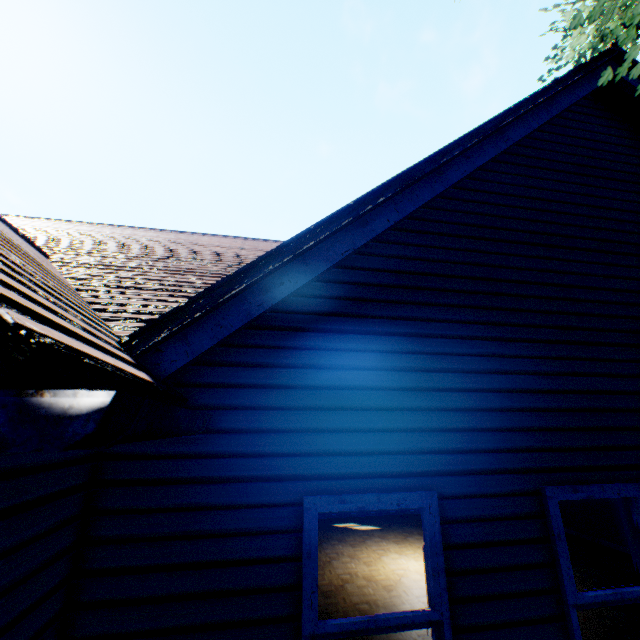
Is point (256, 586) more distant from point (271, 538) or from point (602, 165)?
point (602, 165)
